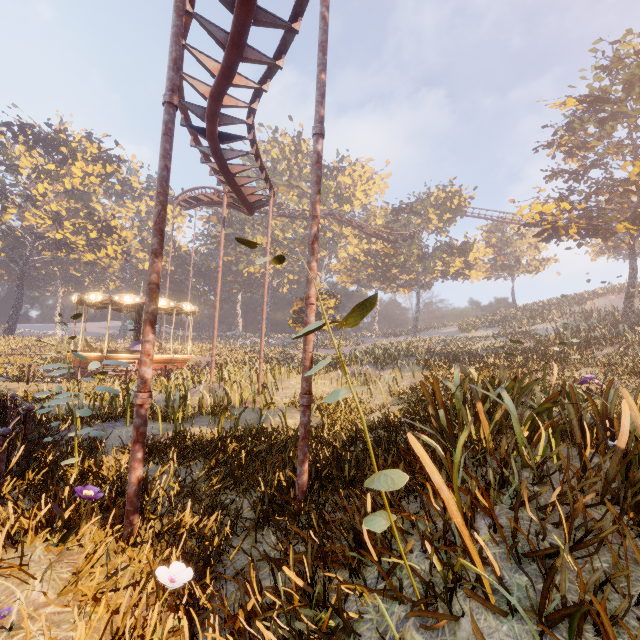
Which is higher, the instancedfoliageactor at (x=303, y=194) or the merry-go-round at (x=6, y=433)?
the instancedfoliageactor at (x=303, y=194)

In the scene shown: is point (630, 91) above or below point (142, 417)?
above

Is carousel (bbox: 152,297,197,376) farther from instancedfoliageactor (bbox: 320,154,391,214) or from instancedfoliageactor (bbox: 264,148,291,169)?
instancedfoliageactor (bbox: 320,154,391,214)

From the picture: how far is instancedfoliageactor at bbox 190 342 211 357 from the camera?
31.15m

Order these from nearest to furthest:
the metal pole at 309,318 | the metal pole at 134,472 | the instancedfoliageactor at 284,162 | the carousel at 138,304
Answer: the metal pole at 134,472 < the metal pole at 309,318 < the carousel at 138,304 < the instancedfoliageactor at 284,162

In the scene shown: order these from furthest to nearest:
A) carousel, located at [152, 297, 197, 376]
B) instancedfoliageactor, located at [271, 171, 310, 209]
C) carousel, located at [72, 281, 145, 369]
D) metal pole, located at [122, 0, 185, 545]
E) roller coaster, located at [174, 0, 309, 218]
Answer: instancedfoliageactor, located at [271, 171, 310, 209], carousel, located at [152, 297, 197, 376], carousel, located at [72, 281, 145, 369], roller coaster, located at [174, 0, 309, 218], metal pole, located at [122, 0, 185, 545]

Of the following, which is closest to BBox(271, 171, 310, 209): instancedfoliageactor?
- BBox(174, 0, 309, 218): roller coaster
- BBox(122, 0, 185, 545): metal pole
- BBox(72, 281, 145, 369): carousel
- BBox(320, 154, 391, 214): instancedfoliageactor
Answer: BBox(72, 281, 145, 369): carousel

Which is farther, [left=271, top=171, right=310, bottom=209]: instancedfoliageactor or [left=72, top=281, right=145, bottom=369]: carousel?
[left=271, top=171, right=310, bottom=209]: instancedfoliageactor
